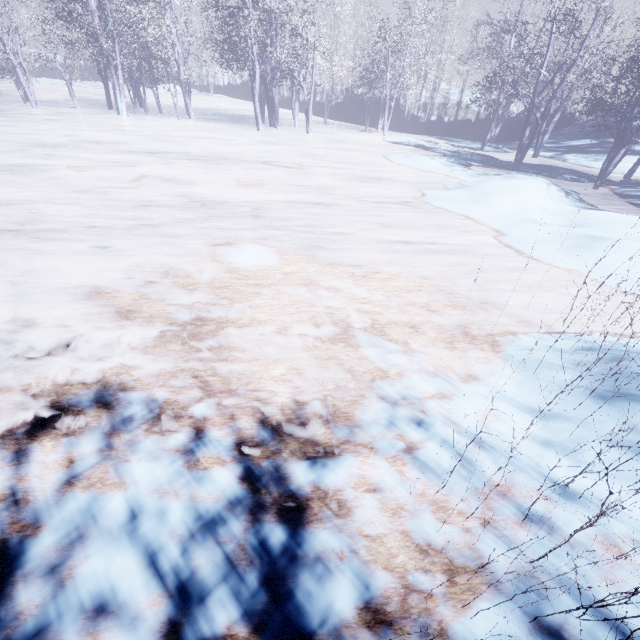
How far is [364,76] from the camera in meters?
14.6
